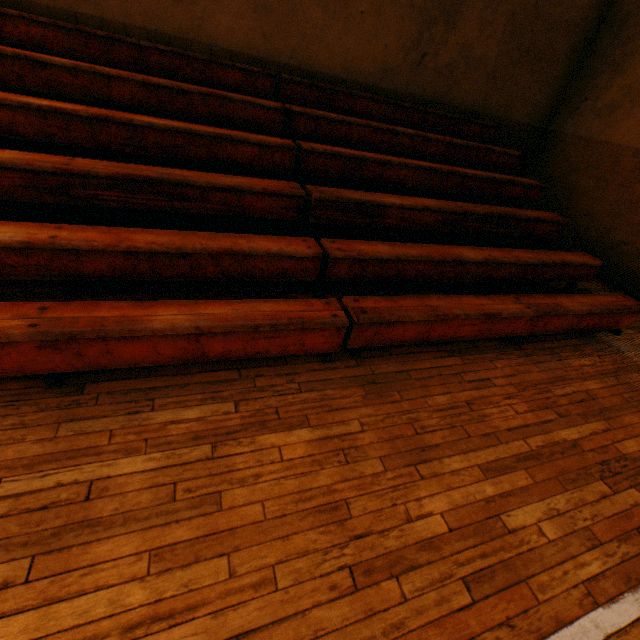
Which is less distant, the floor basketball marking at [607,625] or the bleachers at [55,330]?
the floor basketball marking at [607,625]

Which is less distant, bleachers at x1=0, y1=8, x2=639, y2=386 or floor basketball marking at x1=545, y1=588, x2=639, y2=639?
floor basketball marking at x1=545, y1=588, x2=639, y2=639

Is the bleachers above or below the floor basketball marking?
above

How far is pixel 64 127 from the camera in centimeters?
293cm

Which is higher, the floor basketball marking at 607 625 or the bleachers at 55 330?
the bleachers at 55 330
